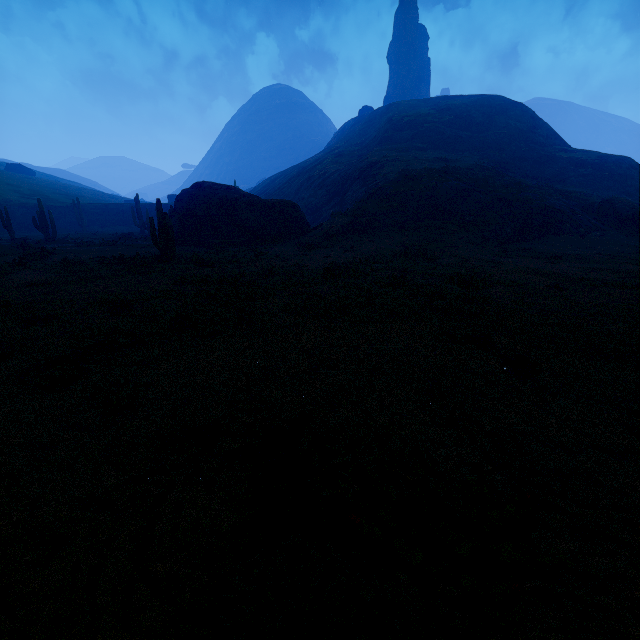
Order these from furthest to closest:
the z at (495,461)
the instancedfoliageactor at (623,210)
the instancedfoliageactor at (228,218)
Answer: the instancedfoliageactor at (623,210), the instancedfoliageactor at (228,218), the z at (495,461)

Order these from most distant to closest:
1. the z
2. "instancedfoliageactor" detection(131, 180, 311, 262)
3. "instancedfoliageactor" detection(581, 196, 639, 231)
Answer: "instancedfoliageactor" detection(581, 196, 639, 231) → "instancedfoliageactor" detection(131, 180, 311, 262) → the z

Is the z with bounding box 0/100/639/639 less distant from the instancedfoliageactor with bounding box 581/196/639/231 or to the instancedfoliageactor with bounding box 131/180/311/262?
the instancedfoliageactor with bounding box 581/196/639/231

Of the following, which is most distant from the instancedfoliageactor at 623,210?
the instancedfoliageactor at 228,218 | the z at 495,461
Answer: the instancedfoliageactor at 228,218

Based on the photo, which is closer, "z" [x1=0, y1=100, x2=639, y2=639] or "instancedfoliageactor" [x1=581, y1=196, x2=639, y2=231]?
"z" [x1=0, y1=100, x2=639, y2=639]

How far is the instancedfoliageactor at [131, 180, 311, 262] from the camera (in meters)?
15.75

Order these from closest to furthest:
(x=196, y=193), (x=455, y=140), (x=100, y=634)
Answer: (x=100, y=634) < (x=196, y=193) < (x=455, y=140)
